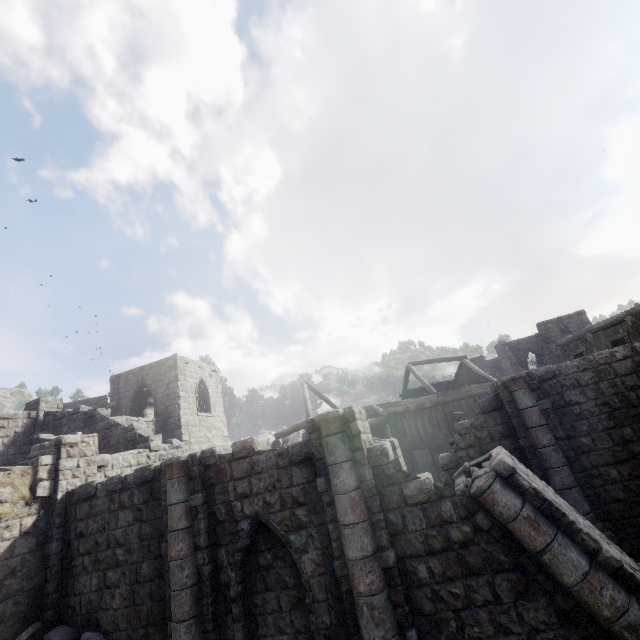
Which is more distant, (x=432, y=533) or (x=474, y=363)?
(x=474, y=363)

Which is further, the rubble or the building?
the rubble

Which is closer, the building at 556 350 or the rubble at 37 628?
the building at 556 350
